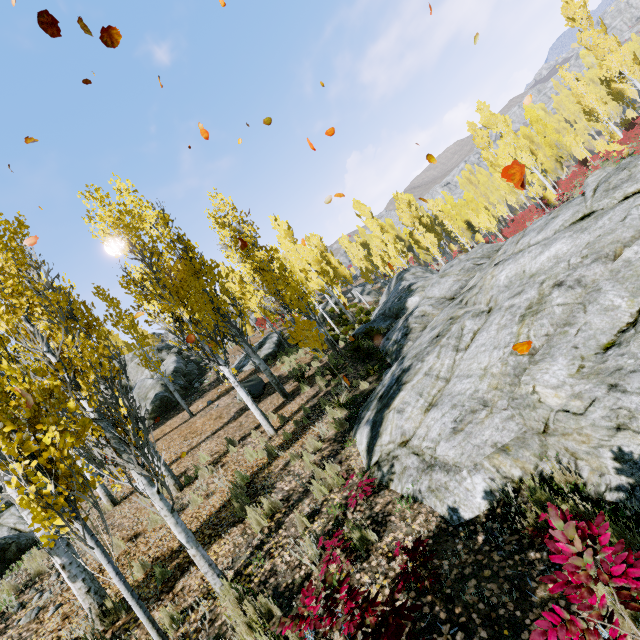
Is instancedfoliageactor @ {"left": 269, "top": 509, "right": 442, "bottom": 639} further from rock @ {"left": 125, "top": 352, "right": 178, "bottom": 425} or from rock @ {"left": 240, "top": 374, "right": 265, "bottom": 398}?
rock @ {"left": 240, "top": 374, "right": 265, "bottom": 398}

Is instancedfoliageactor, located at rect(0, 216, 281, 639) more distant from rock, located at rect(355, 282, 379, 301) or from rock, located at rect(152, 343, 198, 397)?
rock, located at rect(355, 282, 379, 301)

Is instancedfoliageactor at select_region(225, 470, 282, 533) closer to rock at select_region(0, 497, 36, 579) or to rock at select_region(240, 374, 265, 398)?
rock at select_region(0, 497, 36, 579)

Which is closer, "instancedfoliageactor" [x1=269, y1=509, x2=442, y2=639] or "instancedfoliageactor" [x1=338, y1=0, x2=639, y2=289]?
"instancedfoliageactor" [x1=269, y1=509, x2=442, y2=639]

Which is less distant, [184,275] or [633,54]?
[184,275]

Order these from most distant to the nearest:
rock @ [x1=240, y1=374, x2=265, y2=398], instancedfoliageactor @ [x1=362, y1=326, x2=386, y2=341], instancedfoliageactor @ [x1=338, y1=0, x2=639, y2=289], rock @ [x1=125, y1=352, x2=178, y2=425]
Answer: instancedfoliageactor @ [x1=338, y1=0, x2=639, y2=289]
rock @ [x1=125, y1=352, x2=178, y2=425]
instancedfoliageactor @ [x1=362, y1=326, x2=386, y2=341]
rock @ [x1=240, y1=374, x2=265, y2=398]

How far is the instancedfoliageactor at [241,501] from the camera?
5.7 meters

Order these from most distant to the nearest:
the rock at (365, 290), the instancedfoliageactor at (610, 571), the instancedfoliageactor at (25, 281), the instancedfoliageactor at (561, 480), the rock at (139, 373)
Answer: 1. the rock at (365, 290)
2. the rock at (139, 373)
3. the instancedfoliageactor at (561, 480)
4. the instancedfoliageactor at (25, 281)
5. the instancedfoliageactor at (610, 571)
